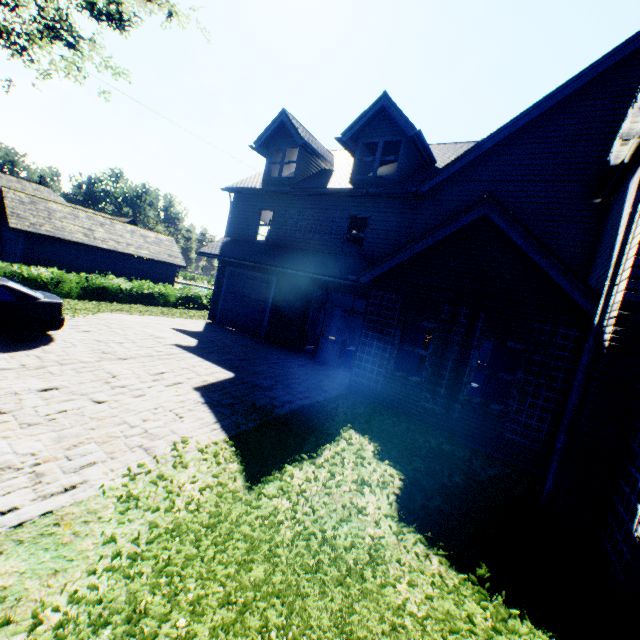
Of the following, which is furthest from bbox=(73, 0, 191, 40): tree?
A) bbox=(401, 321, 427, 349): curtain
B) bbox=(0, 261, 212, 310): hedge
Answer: bbox=(401, 321, 427, 349): curtain

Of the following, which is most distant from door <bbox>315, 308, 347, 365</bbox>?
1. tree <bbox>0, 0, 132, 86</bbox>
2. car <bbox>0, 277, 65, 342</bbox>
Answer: tree <bbox>0, 0, 132, 86</bbox>

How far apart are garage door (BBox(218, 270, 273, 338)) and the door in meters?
3.0 m

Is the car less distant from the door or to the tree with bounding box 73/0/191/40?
the tree with bounding box 73/0/191/40

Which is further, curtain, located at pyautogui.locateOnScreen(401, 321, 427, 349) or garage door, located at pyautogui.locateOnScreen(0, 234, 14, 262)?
garage door, located at pyautogui.locateOnScreen(0, 234, 14, 262)

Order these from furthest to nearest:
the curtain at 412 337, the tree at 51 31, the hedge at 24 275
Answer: the hedge at 24 275 < the tree at 51 31 < the curtain at 412 337

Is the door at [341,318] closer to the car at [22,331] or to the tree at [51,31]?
the car at [22,331]

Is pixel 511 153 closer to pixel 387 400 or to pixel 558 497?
pixel 387 400
